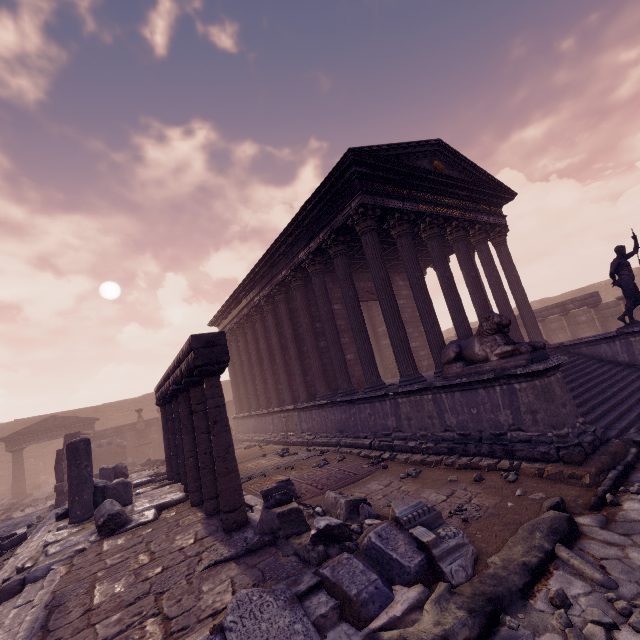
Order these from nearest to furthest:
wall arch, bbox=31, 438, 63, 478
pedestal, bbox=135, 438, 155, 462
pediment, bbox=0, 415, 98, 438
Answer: pediment, bbox=0, 415, 98, 438
pedestal, bbox=135, 438, 155, 462
wall arch, bbox=31, 438, 63, 478

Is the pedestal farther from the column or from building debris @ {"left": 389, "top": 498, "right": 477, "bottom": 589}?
building debris @ {"left": 389, "top": 498, "right": 477, "bottom": 589}

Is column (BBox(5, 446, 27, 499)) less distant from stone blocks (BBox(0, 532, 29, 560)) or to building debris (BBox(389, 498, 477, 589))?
stone blocks (BBox(0, 532, 29, 560))

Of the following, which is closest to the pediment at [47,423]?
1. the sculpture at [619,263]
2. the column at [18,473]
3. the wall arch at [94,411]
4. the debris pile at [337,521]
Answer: the column at [18,473]

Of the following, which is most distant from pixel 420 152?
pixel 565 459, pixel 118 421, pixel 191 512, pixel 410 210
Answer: pixel 118 421

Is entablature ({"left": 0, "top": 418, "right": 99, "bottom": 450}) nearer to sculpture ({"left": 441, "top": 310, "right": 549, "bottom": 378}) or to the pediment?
the pediment

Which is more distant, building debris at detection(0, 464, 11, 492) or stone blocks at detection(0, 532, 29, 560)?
building debris at detection(0, 464, 11, 492)

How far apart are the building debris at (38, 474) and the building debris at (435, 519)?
Answer: 29.4m
